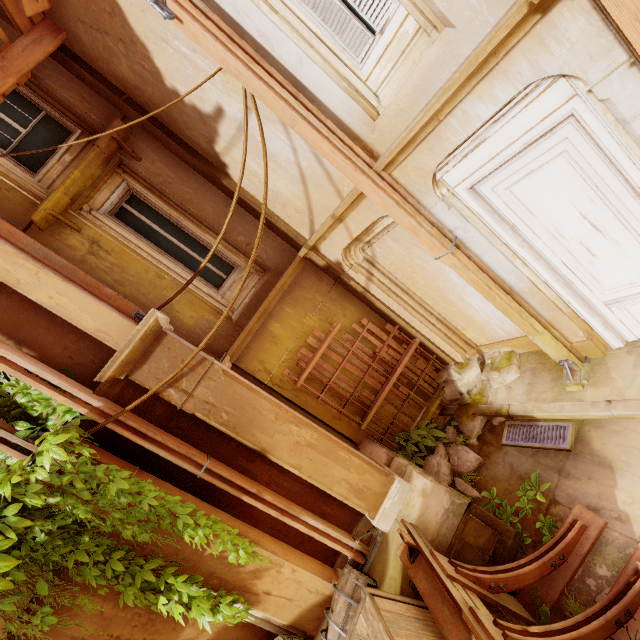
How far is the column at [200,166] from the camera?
5.5 meters

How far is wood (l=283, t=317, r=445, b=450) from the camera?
6.30m

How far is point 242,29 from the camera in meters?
3.8 m

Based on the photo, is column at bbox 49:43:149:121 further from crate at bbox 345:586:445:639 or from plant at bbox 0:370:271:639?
crate at bbox 345:586:445:639

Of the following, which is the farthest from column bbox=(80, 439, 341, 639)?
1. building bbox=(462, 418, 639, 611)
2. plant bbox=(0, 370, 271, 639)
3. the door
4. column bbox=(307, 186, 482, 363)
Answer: the door

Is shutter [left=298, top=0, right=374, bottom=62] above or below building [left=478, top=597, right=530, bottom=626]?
above

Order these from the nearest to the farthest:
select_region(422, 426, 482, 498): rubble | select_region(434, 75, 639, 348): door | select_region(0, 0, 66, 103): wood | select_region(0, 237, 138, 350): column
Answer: select_region(434, 75, 639, 348): door
select_region(0, 237, 138, 350): column
select_region(0, 0, 66, 103): wood
select_region(422, 426, 482, 498): rubble

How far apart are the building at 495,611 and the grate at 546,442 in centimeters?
225cm
